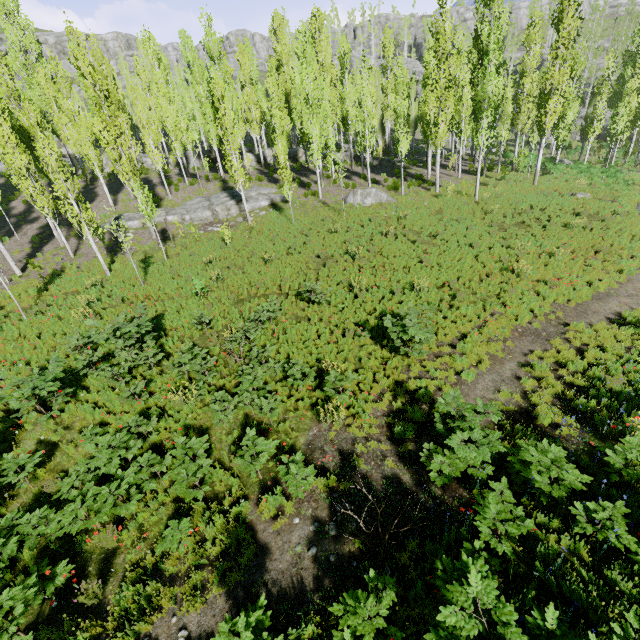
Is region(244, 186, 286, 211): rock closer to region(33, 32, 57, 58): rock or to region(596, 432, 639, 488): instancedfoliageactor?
region(596, 432, 639, 488): instancedfoliageactor

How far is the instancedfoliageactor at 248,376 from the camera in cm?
874

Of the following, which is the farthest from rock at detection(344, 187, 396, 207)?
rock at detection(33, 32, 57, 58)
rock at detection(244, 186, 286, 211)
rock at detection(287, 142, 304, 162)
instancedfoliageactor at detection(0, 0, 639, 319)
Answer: rock at detection(33, 32, 57, 58)

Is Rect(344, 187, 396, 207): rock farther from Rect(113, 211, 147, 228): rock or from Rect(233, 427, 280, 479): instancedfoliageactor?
Rect(113, 211, 147, 228): rock

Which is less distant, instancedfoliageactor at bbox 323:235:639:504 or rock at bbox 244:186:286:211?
instancedfoliageactor at bbox 323:235:639:504

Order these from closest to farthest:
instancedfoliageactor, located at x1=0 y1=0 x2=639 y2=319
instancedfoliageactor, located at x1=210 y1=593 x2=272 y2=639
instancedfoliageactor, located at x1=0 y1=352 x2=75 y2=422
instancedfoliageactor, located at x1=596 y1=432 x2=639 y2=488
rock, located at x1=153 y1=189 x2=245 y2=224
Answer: instancedfoliageactor, located at x1=210 y1=593 x2=272 y2=639
instancedfoliageactor, located at x1=596 y1=432 x2=639 y2=488
instancedfoliageactor, located at x1=0 y1=352 x2=75 y2=422
instancedfoliageactor, located at x1=0 y1=0 x2=639 y2=319
rock, located at x1=153 y1=189 x2=245 y2=224

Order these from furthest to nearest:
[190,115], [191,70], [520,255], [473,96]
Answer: [191,70], [190,115], [473,96], [520,255]

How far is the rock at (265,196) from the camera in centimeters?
2519cm
